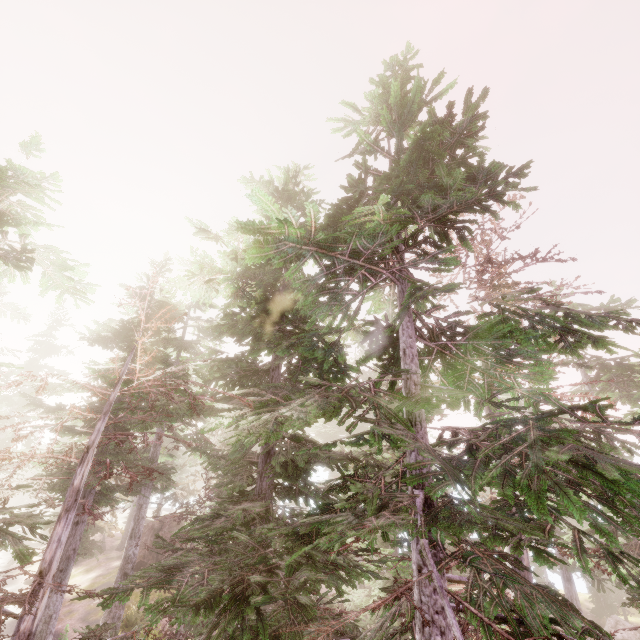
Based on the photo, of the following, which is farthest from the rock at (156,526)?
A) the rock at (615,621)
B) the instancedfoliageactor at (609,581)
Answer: the rock at (615,621)

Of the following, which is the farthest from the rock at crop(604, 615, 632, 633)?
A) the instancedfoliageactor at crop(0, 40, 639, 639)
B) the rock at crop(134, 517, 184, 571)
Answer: the rock at crop(134, 517, 184, 571)

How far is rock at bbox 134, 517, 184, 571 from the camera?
28.4 meters

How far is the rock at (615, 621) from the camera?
27.47m

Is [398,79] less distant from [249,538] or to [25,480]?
[249,538]

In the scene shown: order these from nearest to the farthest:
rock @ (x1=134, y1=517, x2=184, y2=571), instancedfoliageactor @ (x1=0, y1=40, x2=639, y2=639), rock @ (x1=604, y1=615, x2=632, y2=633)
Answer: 1. instancedfoliageactor @ (x1=0, y1=40, x2=639, y2=639)
2. rock @ (x1=604, y1=615, x2=632, y2=633)
3. rock @ (x1=134, y1=517, x2=184, y2=571)

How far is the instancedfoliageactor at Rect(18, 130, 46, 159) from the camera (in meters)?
9.34
